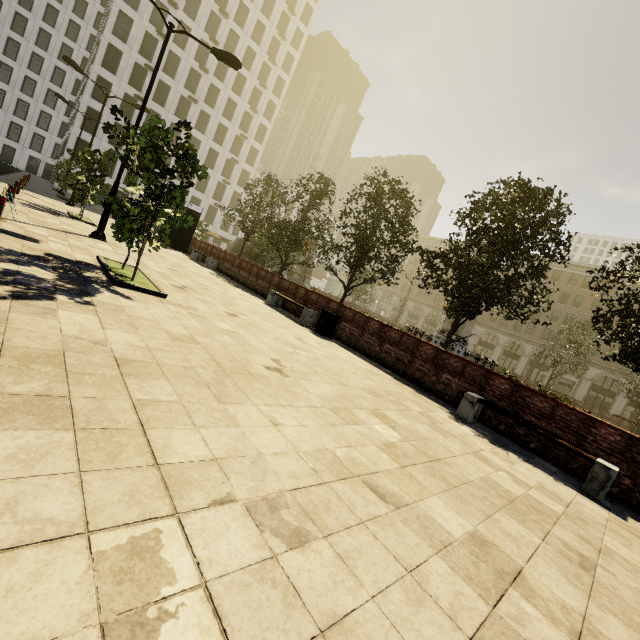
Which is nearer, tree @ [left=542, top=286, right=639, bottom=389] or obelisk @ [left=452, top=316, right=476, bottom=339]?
tree @ [left=542, top=286, right=639, bottom=389]

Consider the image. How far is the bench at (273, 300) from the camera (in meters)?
11.49

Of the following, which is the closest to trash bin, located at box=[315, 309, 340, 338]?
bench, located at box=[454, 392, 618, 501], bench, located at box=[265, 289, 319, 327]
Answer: bench, located at box=[265, 289, 319, 327]

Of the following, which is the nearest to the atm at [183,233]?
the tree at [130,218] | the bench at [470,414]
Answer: the tree at [130,218]

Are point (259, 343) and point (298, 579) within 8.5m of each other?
yes

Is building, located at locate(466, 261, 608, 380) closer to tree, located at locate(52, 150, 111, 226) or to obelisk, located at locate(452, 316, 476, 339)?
tree, located at locate(52, 150, 111, 226)

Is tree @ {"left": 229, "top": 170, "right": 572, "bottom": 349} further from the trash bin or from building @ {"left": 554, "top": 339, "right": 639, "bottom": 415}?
the trash bin

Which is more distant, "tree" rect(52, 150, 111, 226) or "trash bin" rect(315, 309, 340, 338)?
"tree" rect(52, 150, 111, 226)
